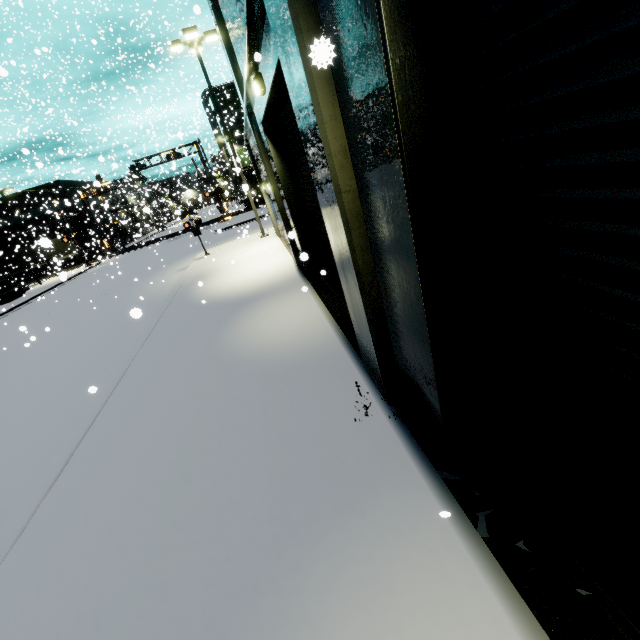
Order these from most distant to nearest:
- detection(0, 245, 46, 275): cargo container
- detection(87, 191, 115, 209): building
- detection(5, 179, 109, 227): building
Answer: detection(0, 245, 46, 275): cargo container, detection(5, 179, 109, 227): building, detection(87, 191, 115, 209): building

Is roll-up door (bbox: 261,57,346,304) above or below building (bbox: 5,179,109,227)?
below

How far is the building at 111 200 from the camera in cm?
2053

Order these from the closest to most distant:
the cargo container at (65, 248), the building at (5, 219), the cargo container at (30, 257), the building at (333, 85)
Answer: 1. the building at (333, 85)
2. the cargo container at (65, 248)
3. the cargo container at (30, 257)
4. the building at (5, 219)

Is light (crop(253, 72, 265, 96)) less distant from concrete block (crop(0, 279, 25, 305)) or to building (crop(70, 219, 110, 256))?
building (crop(70, 219, 110, 256))

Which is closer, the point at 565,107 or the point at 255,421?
the point at 565,107

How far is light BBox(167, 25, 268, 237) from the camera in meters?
14.7

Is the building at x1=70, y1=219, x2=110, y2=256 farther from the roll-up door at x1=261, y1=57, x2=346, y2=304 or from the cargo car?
the cargo car
